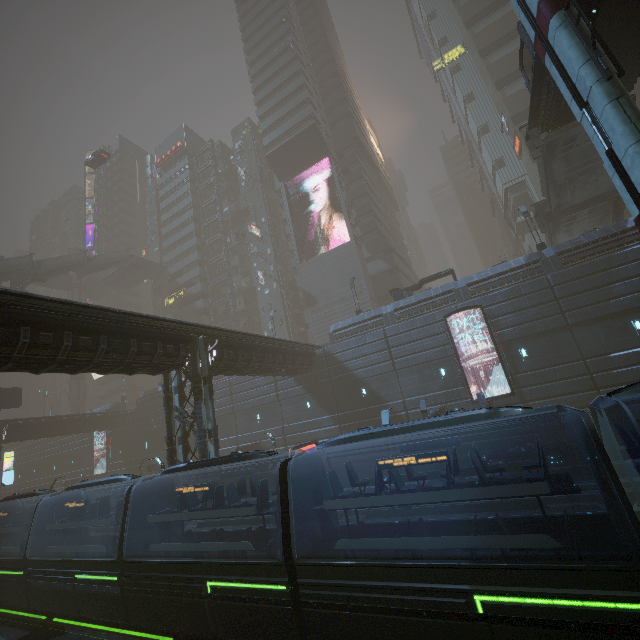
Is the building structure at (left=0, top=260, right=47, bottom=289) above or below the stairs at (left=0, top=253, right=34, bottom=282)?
below

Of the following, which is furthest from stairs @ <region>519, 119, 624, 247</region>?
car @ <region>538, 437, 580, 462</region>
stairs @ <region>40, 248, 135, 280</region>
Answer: stairs @ <region>40, 248, 135, 280</region>

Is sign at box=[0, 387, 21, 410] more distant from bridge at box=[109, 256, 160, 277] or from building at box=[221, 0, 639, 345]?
bridge at box=[109, 256, 160, 277]

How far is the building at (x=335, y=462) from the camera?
25.8m

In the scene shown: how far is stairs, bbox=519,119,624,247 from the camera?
21.80m

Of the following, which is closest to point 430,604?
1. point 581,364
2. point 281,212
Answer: point 581,364

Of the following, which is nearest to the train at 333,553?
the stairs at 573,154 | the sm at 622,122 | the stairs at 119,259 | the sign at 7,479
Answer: the sm at 622,122

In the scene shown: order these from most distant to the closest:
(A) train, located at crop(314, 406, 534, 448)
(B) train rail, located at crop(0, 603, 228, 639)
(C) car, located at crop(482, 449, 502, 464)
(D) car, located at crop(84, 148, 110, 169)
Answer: (D) car, located at crop(84, 148, 110, 169)
(C) car, located at crop(482, 449, 502, 464)
(B) train rail, located at crop(0, 603, 228, 639)
(A) train, located at crop(314, 406, 534, 448)
